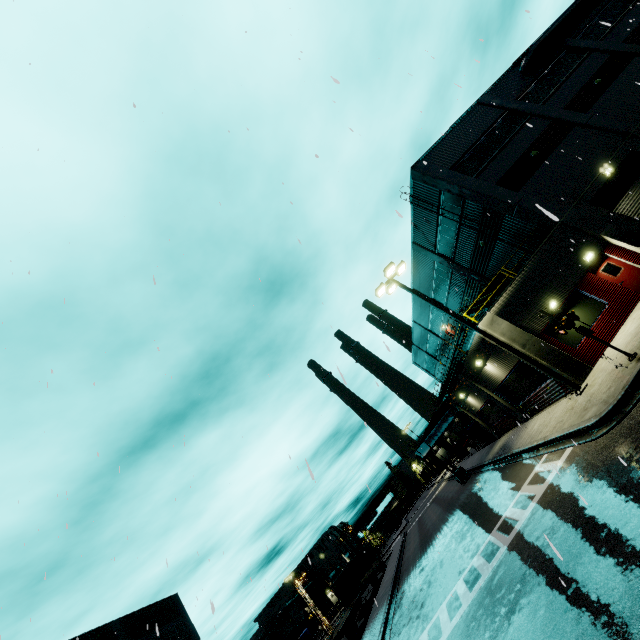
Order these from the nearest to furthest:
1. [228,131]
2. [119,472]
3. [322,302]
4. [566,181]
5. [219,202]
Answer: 1. [119,472]
2. [219,202]
3. [228,131]
4. [322,302]
5. [566,181]

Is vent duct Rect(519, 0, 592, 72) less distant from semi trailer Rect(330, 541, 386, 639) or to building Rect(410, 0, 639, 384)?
building Rect(410, 0, 639, 384)

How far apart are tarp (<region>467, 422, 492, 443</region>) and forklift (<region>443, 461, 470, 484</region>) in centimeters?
328cm

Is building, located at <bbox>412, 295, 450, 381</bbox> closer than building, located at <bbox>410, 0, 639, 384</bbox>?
No

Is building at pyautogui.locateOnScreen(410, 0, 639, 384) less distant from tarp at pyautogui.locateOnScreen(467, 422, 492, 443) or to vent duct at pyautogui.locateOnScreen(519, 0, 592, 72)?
vent duct at pyautogui.locateOnScreen(519, 0, 592, 72)

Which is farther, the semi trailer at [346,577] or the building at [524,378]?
the semi trailer at [346,577]

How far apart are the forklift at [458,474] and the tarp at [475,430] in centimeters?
328cm

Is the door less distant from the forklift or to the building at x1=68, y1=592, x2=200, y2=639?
the building at x1=68, y1=592, x2=200, y2=639
